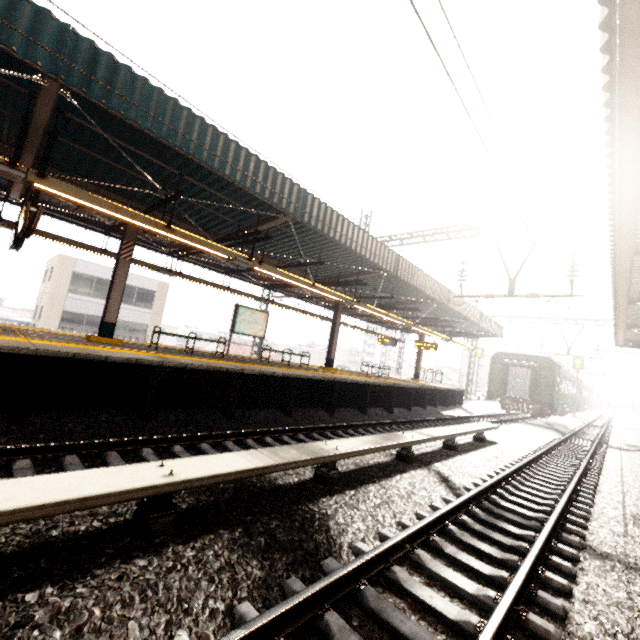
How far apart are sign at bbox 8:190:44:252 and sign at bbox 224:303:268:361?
6.0m

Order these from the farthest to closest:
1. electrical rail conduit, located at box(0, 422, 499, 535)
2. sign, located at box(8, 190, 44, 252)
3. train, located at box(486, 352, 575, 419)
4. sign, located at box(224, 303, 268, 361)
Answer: train, located at box(486, 352, 575, 419) → sign, located at box(224, 303, 268, 361) → sign, located at box(8, 190, 44, 252) → electrical rail conduit, located at box(0, 422, 499, 535)

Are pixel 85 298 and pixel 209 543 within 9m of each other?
no

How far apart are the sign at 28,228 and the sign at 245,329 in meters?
6.0 m

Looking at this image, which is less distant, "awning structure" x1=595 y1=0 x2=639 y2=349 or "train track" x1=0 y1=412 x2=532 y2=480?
"awning structure" x1=595 y1=0 x2=639 y2=349

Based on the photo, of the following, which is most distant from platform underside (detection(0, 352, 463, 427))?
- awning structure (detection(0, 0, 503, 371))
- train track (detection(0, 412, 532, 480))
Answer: awning structure (detection(0, 0, 503, 371))

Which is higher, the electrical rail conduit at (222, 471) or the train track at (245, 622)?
the electrical rail conduit at (222, 471)

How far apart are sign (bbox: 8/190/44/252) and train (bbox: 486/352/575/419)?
25.9 meters
